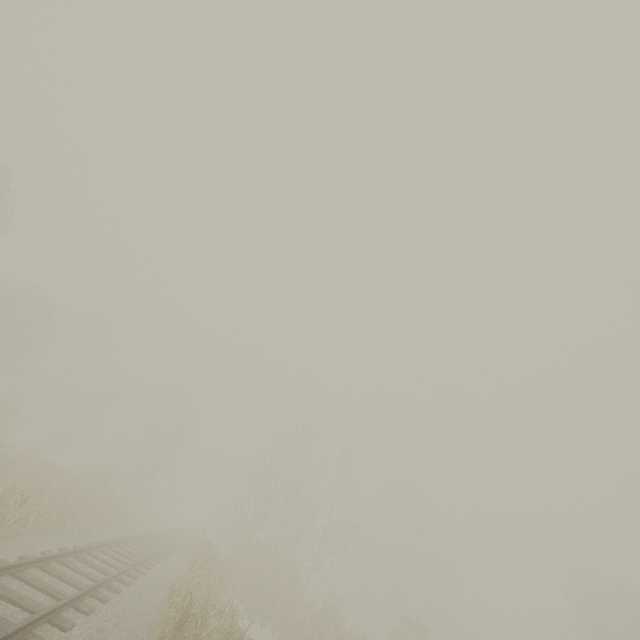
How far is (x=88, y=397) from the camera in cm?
3372
